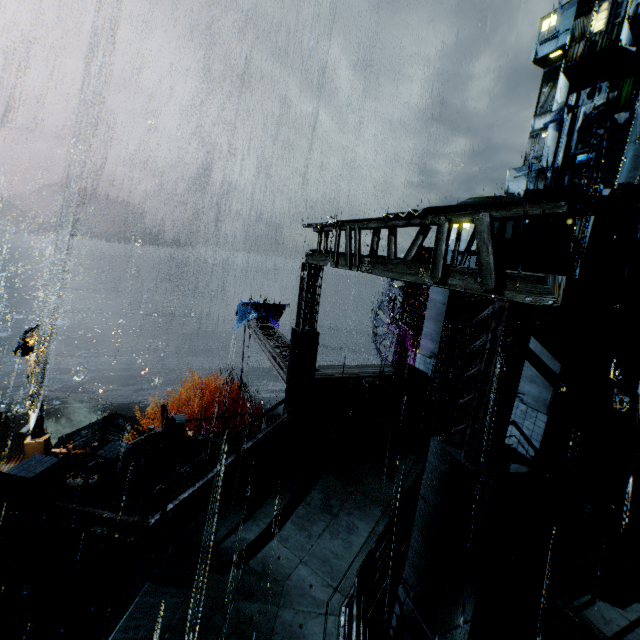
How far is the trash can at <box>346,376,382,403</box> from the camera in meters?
12.8 m

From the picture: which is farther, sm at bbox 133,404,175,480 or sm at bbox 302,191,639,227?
sm at bbox 133,404,175,480

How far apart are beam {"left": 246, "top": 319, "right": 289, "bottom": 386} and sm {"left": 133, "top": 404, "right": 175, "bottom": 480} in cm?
509

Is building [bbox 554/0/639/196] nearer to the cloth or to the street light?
the cloth

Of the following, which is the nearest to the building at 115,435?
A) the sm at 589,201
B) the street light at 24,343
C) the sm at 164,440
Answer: the street light at 24,343

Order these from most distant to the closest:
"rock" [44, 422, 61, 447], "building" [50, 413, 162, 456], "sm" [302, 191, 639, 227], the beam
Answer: "rock" [44, 422, 61, 447], "building" [50, 413, 162, 456], the beam, "sm" [302, 191, 639, 227]

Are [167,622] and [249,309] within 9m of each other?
no

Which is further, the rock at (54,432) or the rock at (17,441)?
the rock at (54,432)
